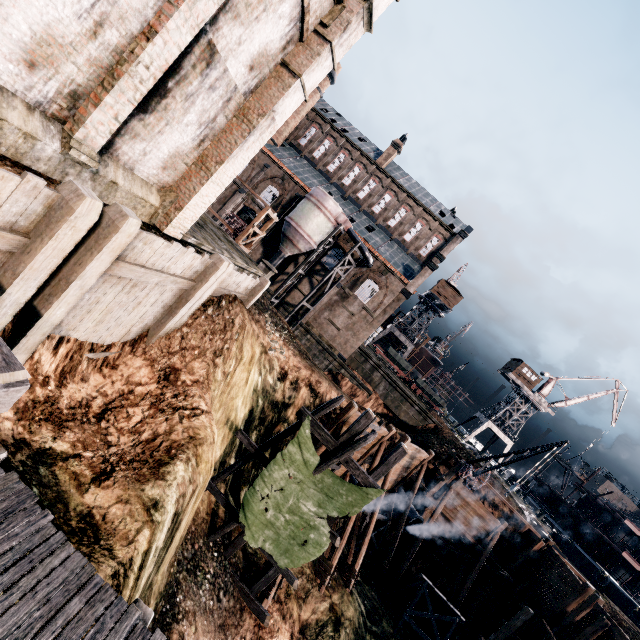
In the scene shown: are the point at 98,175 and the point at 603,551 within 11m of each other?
no

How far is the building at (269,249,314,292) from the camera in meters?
40.5 m

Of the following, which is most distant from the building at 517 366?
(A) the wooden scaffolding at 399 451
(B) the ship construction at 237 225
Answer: (A) the wooden scaffolding at 399 451

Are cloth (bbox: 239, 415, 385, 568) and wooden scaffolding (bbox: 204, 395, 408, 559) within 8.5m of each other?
yes

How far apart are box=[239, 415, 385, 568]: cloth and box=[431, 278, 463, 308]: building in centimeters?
4916cm

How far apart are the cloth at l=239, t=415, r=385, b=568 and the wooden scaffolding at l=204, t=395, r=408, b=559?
0.0 meters

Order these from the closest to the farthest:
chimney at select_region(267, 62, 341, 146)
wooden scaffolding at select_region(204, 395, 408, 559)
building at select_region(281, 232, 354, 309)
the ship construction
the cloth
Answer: the cloth < wooden scaffolding at select_region(204, 395, 408, 559) < the ship construction < building at select_region(281, 232, 354, 309) < chimney at select_region(267, 62, 341, 146)

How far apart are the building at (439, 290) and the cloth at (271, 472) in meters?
49.2
